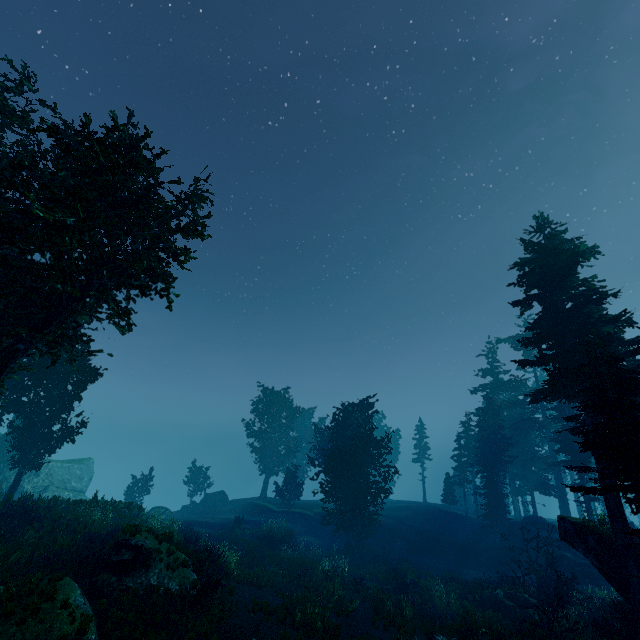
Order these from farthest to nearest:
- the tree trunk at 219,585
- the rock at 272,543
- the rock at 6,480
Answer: the rock at 6,480 → the rock at 272,543 → the tree trunk at 219,585

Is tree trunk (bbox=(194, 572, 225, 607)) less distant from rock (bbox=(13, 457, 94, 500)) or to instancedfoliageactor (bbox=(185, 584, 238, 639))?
instancedfoliageactor (bbox=(185, 584, 238, 639))

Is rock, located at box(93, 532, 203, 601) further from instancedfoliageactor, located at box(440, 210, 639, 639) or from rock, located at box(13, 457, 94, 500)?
rock, located at box(13, 457, 94, 500)

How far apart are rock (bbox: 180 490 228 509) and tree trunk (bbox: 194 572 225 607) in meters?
32.2

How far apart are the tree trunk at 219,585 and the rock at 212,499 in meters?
32.2

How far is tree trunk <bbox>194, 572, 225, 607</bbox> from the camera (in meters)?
13.10

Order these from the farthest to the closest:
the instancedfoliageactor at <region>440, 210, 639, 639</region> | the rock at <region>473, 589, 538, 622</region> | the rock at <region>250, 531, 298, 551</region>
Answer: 1. the rock at <region>250, 531, 298, 551</region>
2. the rock at <region>473, 589, 538, 622</region>
3. the instancedfoliageactor at <region>440, 210, 639, 639</region>

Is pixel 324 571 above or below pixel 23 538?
below
